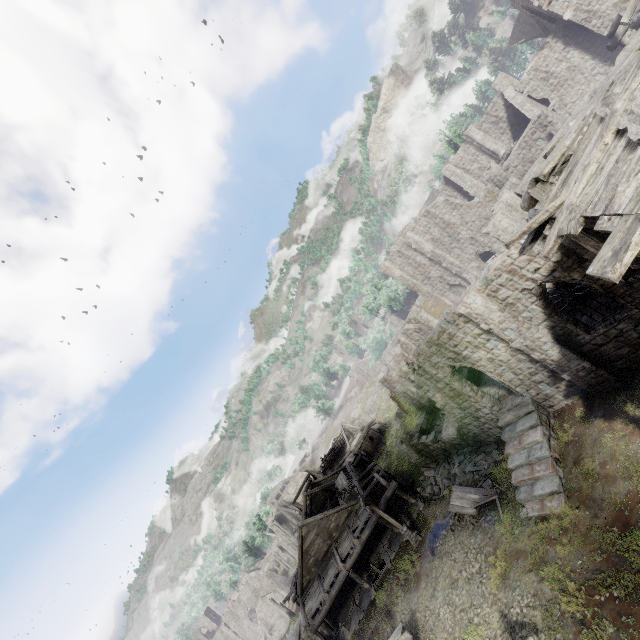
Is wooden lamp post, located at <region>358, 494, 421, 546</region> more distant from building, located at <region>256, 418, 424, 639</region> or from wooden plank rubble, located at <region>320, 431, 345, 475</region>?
wooden plank rubble, located at <region>320, 431, 345, 475</region>

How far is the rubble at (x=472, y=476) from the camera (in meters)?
19.83

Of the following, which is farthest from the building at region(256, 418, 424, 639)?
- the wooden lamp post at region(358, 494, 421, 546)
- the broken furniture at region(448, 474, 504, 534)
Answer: the broken furniture at region(448, 474, 504, 534)

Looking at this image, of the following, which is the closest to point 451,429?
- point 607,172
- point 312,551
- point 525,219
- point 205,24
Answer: point 312,551

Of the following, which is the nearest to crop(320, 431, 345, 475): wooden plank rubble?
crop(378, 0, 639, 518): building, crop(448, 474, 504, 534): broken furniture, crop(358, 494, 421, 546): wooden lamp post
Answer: crop(378, 0, 639, 518): building

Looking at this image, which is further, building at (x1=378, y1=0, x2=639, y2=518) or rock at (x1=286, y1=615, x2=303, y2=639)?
rock at (x1=286, y1=615, x2=303, y2=639)

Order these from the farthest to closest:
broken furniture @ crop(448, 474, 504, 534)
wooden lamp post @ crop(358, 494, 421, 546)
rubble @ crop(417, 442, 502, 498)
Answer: wooden lamp post @ crop(358, 494, 421, 546)
rubble @ crop(417, 442, 502, 498)
broken furniture @ crop(448, 474, 504, 534)

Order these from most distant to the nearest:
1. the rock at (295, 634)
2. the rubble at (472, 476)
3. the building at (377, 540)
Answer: the rock at (295, 634) < the building at (377, 540) < the rubble at (472, 476)
